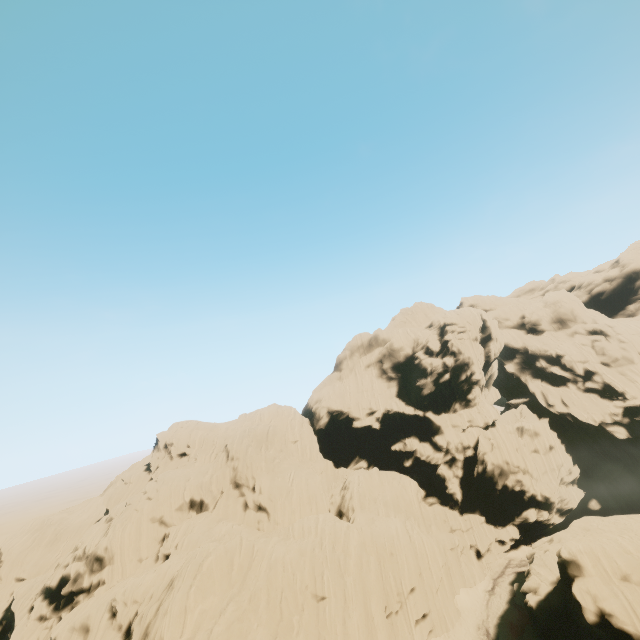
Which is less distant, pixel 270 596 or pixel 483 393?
pixel 270 596
